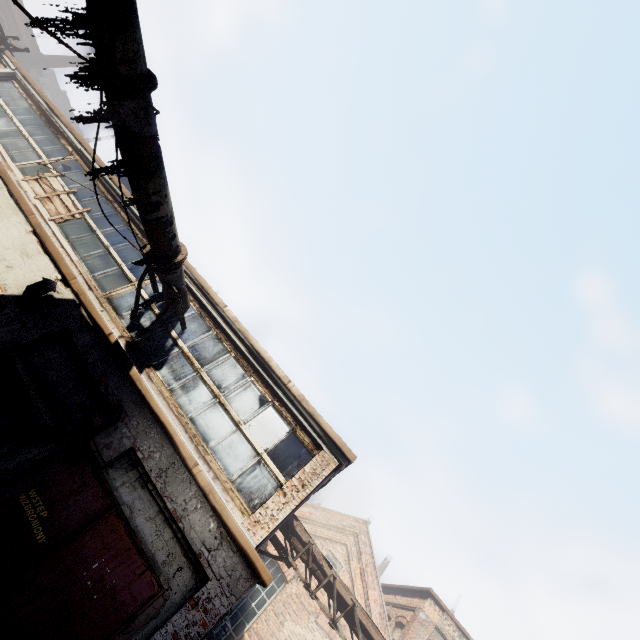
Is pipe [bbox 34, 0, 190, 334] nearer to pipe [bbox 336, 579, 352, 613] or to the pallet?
the pallet

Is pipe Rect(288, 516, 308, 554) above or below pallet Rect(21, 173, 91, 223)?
above

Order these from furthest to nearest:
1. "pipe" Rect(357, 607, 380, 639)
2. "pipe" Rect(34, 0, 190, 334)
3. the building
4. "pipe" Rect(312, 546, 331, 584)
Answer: the building → "pipe" Rect(312, 546, 331, 584) → "pipe" Rect(357, 607, 380, 639) → "pipe" Rect(34, 0, 190, 334)

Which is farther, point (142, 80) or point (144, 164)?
point (144, 164)

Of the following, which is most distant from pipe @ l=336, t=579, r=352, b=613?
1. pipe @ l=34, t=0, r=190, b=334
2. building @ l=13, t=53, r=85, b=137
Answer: building @ l=13, t=53, r=85, b=137

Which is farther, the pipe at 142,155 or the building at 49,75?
the building at 49,75

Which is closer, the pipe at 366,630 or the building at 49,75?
the pipe at 366,630

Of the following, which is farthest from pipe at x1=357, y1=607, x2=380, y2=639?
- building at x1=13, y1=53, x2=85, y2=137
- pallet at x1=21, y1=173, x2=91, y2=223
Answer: building at x1=13, y1=53, x2=85, y2=137
